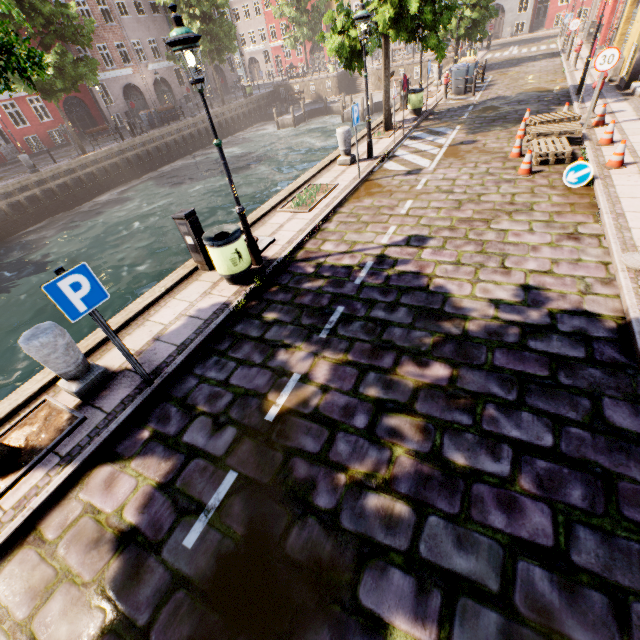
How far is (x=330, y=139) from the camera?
24.9 meters

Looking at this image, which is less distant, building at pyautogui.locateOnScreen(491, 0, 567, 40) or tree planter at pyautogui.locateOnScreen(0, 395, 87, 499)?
tree planter at pyautogui.locateOnScreen(0, 395, 87, 499)

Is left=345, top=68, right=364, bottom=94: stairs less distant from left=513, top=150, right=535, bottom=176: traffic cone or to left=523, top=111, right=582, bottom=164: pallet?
left=523, top=111, right=582, bottom=164: pallet

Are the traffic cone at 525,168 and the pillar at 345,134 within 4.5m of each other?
no

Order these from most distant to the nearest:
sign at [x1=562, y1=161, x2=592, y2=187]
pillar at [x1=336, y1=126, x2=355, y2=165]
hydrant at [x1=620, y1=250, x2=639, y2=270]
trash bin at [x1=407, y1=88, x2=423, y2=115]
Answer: trash bin at [x1=407, y1=88, x2=423, y2=115] < pillar at [x1=336, y1=126, x2=355, y2=165] < sign at [x1=562, y1=161, x2=592, y2=187] < hydrant at [x1=620, y1=250, x2=639, y2=270]

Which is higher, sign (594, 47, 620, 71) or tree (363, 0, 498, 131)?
tree (363, 0, 498, 131)

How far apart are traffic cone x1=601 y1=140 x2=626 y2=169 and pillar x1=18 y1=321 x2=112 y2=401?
Result: 11.18m

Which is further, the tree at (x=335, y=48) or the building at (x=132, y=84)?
the building at (x=132, y=84)
